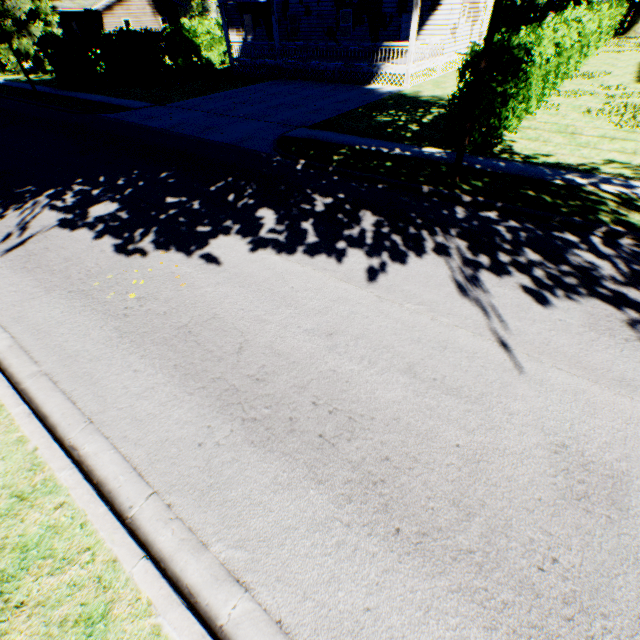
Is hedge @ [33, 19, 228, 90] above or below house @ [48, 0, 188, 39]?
below

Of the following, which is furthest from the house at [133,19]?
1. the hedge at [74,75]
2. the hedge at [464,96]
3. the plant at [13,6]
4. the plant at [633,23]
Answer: the plant at [633,23]

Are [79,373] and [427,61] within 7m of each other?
no

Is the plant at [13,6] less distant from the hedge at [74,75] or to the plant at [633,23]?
the plant at [633,23]

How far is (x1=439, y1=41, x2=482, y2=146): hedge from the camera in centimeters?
896cm

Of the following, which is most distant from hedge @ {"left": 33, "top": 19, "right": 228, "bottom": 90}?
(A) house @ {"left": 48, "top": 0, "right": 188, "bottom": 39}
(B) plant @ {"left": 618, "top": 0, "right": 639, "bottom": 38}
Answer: (B) plant @ {"left": 618, "top": 0, "right": 639, "bottom": 38}

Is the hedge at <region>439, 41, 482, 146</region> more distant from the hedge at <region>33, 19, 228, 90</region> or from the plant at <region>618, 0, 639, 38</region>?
the plant at <region>618, 0, 639, 38</region>

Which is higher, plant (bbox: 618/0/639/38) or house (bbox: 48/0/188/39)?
house (bbox: 48/0/188/39)
